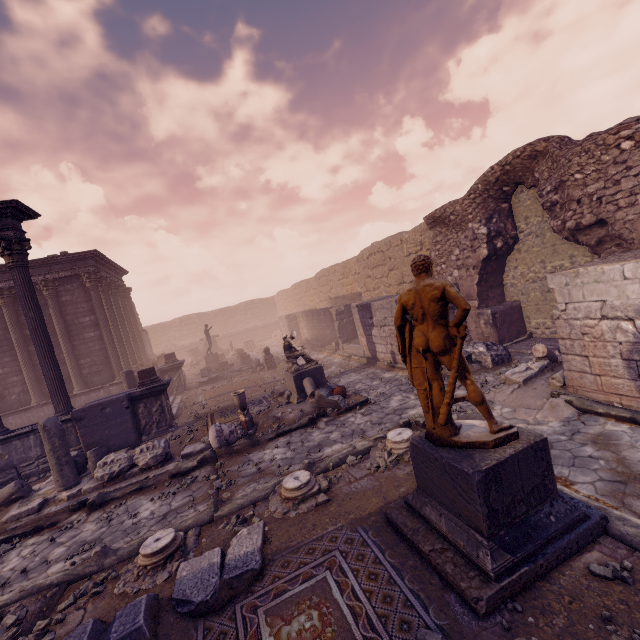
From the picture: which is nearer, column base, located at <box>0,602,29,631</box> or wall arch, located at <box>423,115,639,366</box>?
column base, located at <box>0,602,29,631</box>

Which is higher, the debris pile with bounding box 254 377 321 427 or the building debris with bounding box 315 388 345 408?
the building debris with bounding box 315 388 345 408

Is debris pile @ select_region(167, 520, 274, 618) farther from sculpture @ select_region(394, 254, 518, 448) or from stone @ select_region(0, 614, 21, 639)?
sculpture @ select_region(394, 254, 518, 448)

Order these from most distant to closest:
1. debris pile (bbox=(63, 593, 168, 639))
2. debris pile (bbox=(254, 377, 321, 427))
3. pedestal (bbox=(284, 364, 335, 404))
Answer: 1. pedestal (bbox=(284, 364, 335, 404))
2. debris pile (bbox=(254, 377, 321, 427))
3. debris pile (bbox=(63, 593, 168, 639))

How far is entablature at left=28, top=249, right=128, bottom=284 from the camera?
14.9m

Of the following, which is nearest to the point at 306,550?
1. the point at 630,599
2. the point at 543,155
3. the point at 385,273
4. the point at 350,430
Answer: the point at 630,599

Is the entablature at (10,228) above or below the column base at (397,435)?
above

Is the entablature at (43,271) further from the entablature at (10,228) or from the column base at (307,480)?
the column base at (307,480)
